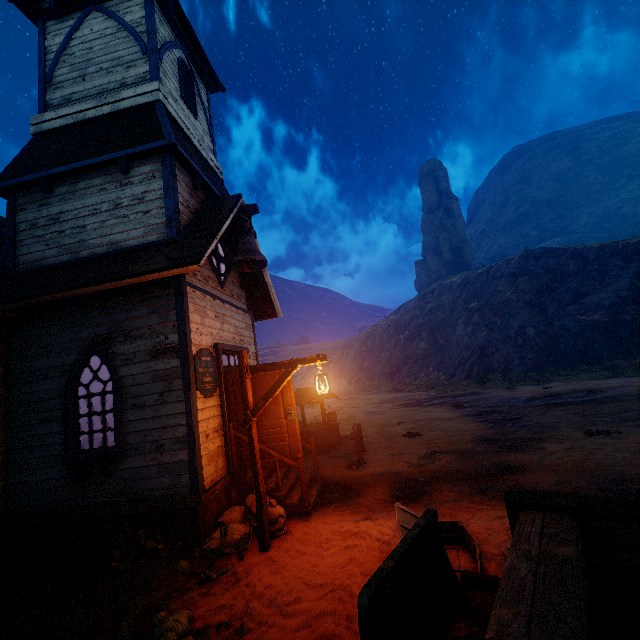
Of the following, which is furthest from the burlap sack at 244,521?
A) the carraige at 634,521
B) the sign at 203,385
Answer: the carraige at 634,521

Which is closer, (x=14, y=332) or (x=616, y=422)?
(x=14, y=332)

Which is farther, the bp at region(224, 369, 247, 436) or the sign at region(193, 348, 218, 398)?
the bp at region(224, 369, 247, 436)

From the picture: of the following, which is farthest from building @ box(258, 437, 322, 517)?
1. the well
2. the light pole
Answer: the well

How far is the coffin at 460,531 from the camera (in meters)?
4.01

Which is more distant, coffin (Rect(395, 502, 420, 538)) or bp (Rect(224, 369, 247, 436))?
bp (Rect(224, 369, 247, 436))

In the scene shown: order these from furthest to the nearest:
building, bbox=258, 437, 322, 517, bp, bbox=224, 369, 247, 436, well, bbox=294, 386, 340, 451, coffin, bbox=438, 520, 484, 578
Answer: well, bbox=294, 386, 340, 451
bp, bbox=224, 369, 247, 436
building, bbox=258, 437, 322, 517
coffin, bbox=438, 520, 484, 578

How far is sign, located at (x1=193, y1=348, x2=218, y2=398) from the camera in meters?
6.3 m
